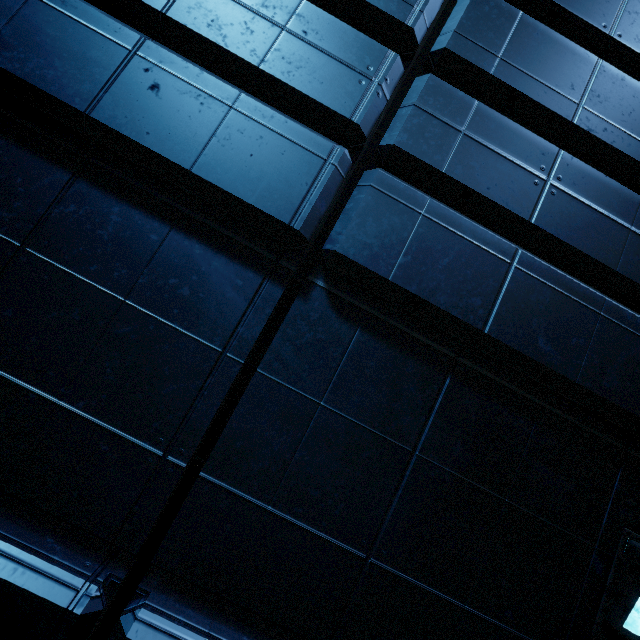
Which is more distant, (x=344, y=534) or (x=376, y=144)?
(x=376, y=144)
